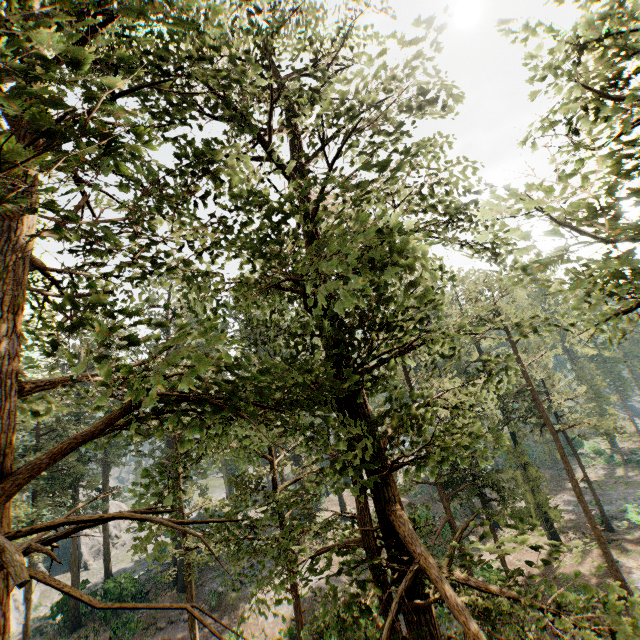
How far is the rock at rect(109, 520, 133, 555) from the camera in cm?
4687

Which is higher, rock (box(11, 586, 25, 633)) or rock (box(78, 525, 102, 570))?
rock (box(78, 525, 102, 570))

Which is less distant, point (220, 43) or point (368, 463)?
point (368, 463)

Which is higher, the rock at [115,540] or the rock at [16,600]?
the rock at [115,540]

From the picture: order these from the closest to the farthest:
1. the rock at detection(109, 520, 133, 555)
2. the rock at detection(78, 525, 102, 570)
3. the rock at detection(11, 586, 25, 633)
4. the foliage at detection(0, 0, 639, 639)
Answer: the foliage at detection(0, 0, 639, 639), the rock at detection(11, 586, 25, 633), the rock at detection(78, 525, 102, 570), the rock at detection(109, 520, 133, 555)

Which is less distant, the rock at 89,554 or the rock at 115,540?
the rock at 89,554
